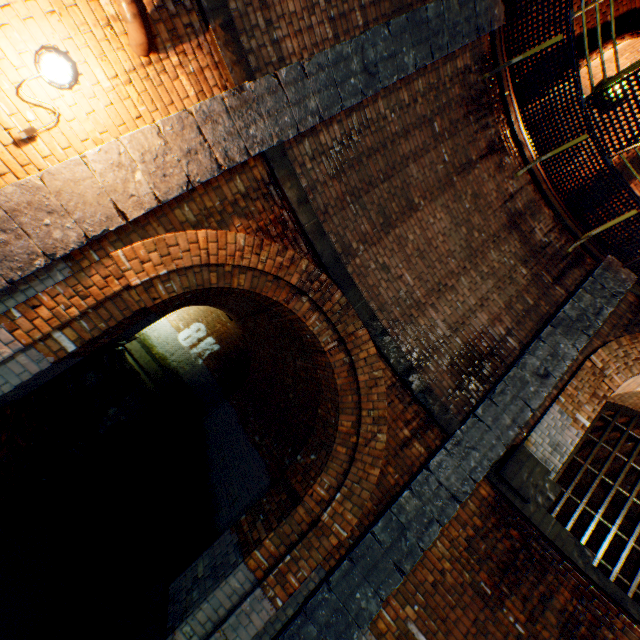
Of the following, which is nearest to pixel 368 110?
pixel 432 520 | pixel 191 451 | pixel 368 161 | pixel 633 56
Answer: pixel 368 161

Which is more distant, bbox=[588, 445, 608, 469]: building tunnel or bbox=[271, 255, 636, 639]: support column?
bbox=[588, 445, 608, 469]: building tunnel

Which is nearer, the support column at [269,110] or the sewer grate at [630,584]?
the support column at [269,110]

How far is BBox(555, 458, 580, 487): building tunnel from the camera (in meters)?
10.59

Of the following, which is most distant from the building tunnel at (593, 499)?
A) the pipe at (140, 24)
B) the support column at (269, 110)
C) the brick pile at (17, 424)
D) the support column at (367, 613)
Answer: the pipe at (140, 24)

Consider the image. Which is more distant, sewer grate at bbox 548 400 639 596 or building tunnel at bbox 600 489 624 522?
building tunnel at bbox 600 489 624 522

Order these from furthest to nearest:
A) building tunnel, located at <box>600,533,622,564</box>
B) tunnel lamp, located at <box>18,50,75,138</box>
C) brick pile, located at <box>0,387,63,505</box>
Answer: building tunnel, located at <box>600,533,622,564</box> < brick pile, located at <box>0,387,63,505</box> < tunnel lamp, located at <box>18,50,75,138</box>
